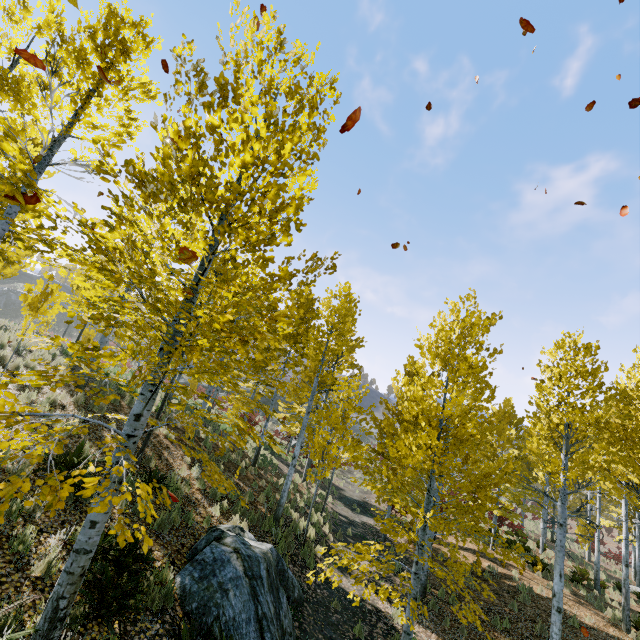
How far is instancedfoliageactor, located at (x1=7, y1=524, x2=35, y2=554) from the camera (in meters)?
4.44

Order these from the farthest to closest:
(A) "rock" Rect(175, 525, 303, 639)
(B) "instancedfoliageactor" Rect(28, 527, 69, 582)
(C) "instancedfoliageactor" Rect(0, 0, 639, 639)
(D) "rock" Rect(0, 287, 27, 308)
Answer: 1. (D) "rock" Rect(0, 287, 27, 308)
2. (A) "rock" Rect(175, 525, 303, 639)
3. (B) "instancedfoliageactor" Rect(28, 527, 69, 582)
4. (C) "instancedfoliageactor" Rect(0, 0, 639, 639)

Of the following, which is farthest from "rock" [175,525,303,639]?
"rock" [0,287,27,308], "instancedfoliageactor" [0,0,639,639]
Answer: "rock" [0,287,27,308]

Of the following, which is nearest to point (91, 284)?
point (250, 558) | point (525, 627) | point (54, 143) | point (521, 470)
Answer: point (54, 143)

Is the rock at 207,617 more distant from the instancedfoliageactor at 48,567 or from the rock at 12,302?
the rock at 12,302
